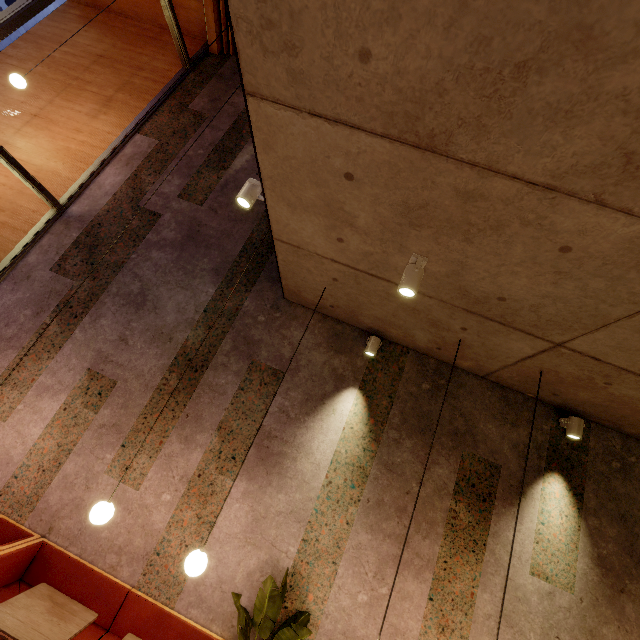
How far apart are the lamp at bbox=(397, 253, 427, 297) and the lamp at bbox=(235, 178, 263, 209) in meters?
1.4

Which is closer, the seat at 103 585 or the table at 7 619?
the table at 7 619

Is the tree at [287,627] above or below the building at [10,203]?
below

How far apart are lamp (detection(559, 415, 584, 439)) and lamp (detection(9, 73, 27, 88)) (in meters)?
9.15

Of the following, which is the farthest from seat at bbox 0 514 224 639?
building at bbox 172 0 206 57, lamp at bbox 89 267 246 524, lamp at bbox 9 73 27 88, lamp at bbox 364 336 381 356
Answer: lamp at bbox 9 73 27 88

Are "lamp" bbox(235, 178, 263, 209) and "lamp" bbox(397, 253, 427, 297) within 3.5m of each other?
yes

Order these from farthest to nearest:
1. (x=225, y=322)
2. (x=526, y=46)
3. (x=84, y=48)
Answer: (x=84, y=48)
(x=225, y=322)
(x=526, y=46)

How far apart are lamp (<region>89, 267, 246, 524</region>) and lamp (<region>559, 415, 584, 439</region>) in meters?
4.5 m
